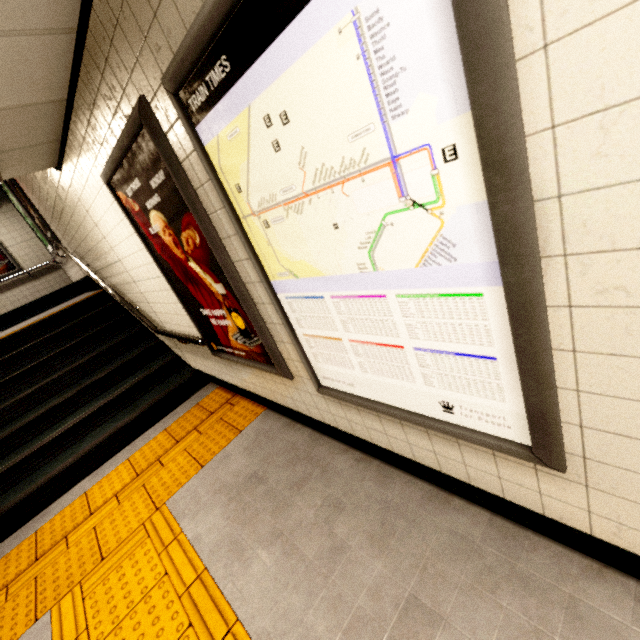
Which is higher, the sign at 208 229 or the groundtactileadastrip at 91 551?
the sign at 208 229

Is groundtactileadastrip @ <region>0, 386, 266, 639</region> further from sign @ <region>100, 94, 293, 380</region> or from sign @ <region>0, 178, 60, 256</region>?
sign @ <region>0, 178, 60, 256</region>

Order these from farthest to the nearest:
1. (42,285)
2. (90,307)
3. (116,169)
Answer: (42,285), (90,307), (116,169)

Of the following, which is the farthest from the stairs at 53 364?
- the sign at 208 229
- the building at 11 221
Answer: the sign at 208 229

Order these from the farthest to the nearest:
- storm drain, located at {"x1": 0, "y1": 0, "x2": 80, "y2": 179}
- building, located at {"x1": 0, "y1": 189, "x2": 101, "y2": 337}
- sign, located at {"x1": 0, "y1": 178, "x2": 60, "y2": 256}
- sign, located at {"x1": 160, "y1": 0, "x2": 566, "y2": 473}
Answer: building, located at {"x1": 0, "y1": 189, "x2": 101, "y2": 337}, sign, located at {"x1": 0, "y1": 178, "x2": 60, "y2": 256}, storm drain, located at {"x1": 0, "y1": 0, "x2": 80, "y2": 179}, sign, located at {"x1": 160, "y1": 0, "x2": 566, "y2": 473}

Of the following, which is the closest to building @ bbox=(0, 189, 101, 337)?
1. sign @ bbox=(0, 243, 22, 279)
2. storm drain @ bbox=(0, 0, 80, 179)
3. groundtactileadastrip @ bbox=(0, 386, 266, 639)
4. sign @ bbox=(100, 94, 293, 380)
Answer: sign @ bbox=(0, 243, 22, 279)

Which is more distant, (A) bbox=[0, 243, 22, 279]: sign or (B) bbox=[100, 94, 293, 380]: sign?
(A) bbox=[0, 243, 22, 279]: sign

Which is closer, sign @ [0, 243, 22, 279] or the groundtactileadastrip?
the groundtactileadastrip
